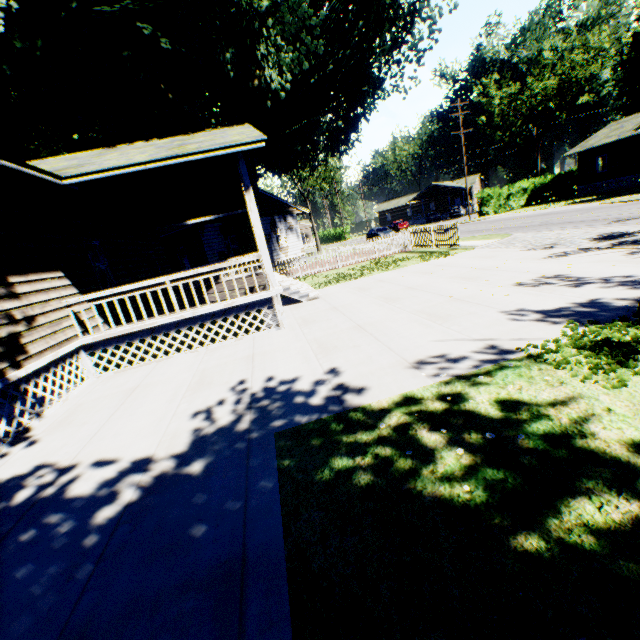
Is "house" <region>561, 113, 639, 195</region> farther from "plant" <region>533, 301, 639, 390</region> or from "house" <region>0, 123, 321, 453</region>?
"house" <region>0, 123, 321, 453</region>

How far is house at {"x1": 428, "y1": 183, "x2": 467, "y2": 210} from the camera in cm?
5728

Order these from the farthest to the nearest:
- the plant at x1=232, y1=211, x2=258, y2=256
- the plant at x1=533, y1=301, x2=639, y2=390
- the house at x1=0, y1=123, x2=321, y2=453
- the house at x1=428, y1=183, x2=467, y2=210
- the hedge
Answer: the house at x1=428, y1=183, x2=467, y2=210
the hedge
the plant at x1=232, y1=211, x2=258, y2=256
the house at x1=0, y1=123, x2=321, y2=453
the plant at x1=533, y1=301, x2=639, y2=390

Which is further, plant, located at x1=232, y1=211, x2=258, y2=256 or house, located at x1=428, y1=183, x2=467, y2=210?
house, located at x1=428, y1=183, x2=467, y2=210

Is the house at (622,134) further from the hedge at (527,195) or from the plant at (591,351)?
the plant at (591,351)

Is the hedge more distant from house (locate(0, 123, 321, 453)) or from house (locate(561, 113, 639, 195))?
house (locate(0, 123, 321, 453))

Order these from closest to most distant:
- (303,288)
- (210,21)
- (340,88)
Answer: (210,21)
(303,288)
(340,88)
